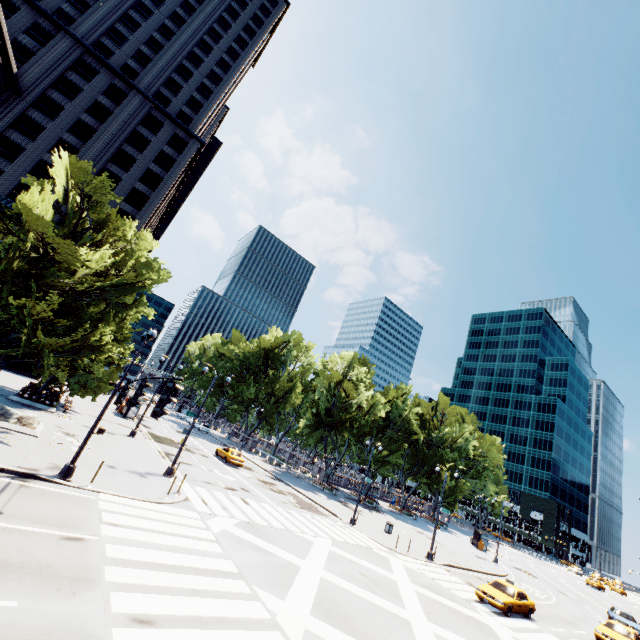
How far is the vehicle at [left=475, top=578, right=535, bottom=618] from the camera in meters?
19.6 m

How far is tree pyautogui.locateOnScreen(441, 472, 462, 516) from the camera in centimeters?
5728cm

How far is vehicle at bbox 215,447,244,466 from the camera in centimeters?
3460cm

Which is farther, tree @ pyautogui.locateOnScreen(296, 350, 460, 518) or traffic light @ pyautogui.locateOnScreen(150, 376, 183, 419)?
tree @ pyautogui.locateOnScreen(296, 350, 460, 518)

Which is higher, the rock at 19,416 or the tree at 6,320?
the tree at 6,320

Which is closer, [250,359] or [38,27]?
[38,27]

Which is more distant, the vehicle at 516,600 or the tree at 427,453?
the tree at 427,453

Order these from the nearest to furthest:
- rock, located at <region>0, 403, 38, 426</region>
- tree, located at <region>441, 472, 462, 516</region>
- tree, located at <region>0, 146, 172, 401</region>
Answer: tree, located at <region>0, 146, 172, 401</region> < rock, located at <region>0, 403, 38, 426</region> < tree, located at <region>441, 472, 462, 516</region>
